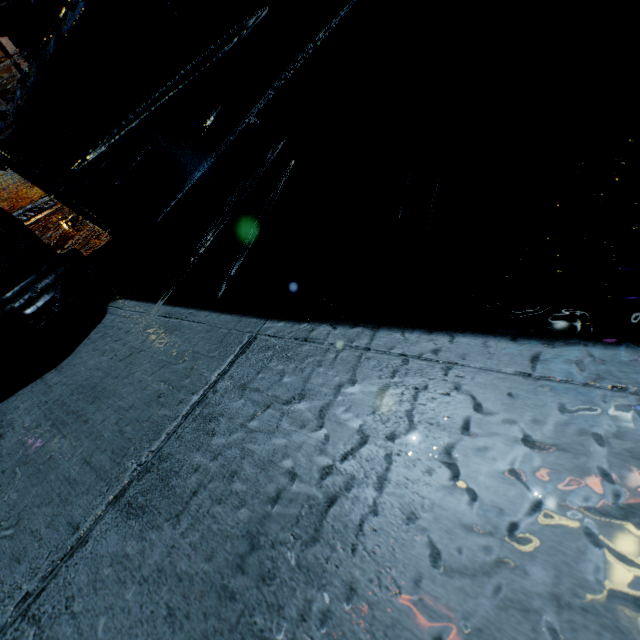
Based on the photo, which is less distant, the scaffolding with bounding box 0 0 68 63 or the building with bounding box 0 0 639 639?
the building with bounding box 0 0 639 639

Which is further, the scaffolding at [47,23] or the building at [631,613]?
the scaffolding at [47,23]

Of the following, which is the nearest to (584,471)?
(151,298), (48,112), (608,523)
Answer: (608,523)

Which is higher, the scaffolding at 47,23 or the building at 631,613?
the scaffolding at 47,23

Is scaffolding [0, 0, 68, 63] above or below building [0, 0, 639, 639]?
above
